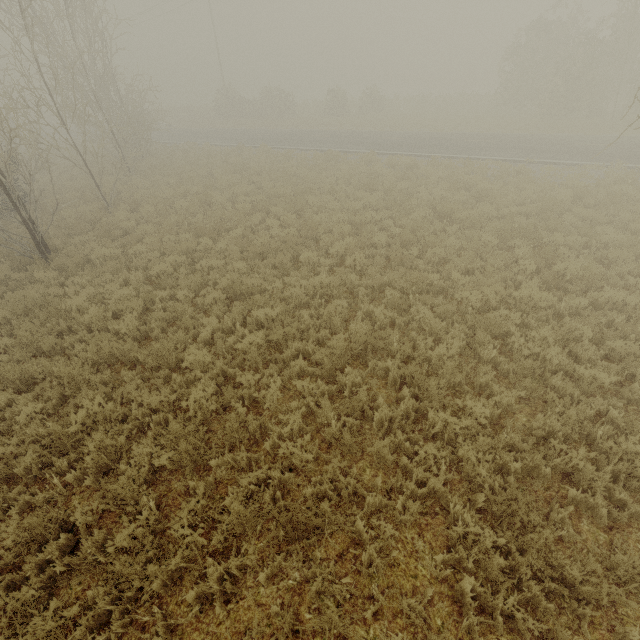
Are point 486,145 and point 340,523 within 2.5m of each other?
no
